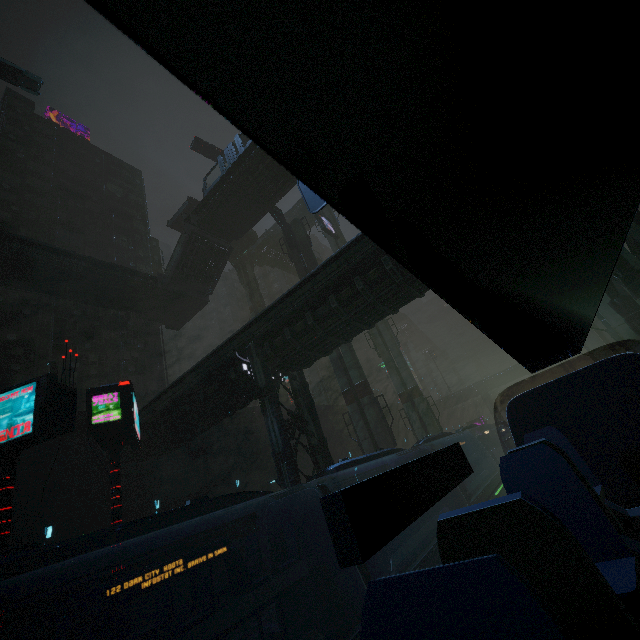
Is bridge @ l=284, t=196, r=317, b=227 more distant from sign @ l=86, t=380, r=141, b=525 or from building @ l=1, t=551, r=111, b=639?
sign @ l=86, t=380, r=141, b=525

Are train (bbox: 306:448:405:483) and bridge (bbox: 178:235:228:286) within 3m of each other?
no

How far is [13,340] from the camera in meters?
29.2

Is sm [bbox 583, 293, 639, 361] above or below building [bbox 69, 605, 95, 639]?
above

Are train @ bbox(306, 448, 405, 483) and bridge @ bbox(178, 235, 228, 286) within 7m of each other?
no

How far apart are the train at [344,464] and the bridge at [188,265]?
24.8m

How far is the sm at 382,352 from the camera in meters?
30.0

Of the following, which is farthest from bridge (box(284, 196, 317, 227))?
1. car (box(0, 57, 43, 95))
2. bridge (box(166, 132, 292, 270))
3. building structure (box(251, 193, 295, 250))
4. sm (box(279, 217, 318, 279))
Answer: building structure (box(251, 193, 295, 250))
